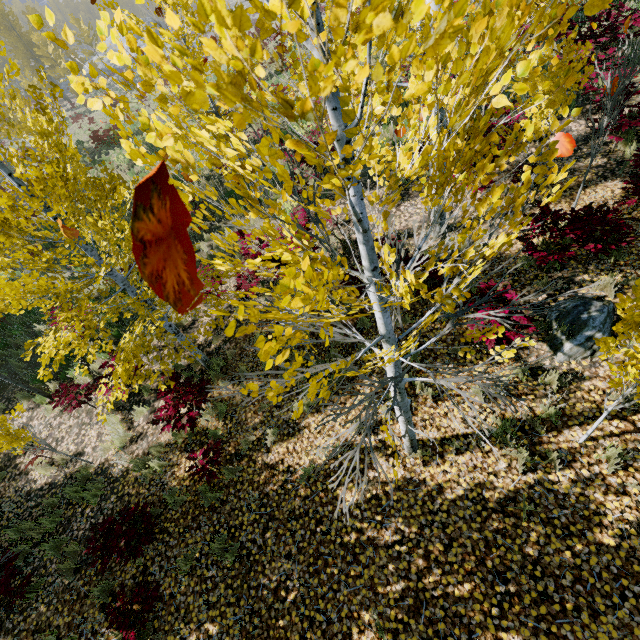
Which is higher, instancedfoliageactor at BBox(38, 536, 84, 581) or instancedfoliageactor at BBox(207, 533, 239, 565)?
instancedfoliageactor at BBox(207, 533, 239, 565)

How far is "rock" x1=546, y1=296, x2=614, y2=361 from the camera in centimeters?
461cm

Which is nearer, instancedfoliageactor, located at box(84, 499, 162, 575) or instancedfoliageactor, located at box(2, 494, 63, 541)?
instancedfoliageactor, located at box(84, 499, 162, 575)

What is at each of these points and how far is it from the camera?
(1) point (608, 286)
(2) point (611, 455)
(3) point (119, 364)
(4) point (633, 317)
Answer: (1) instancedfoliageactor, 5.03m
(2) instancedfoliageactor, 3.77m
(3) instancedfoliageactor, 4.90m
(4) instancedfoliageactor, 2.31m

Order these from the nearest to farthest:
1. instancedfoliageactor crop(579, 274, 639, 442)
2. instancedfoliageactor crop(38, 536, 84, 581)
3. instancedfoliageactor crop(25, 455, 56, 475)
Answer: instancedfoliageactor crop(579, 274, 639, 442), instancedfoliageactor crop(38, 536, 84, 581), instancedfoliageactor crop(25, 455, 56, 475)

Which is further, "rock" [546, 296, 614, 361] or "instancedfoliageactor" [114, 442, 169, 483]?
"instancedfoliageactor" [114, 442, 169, 483]

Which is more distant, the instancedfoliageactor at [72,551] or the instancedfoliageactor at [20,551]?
the instancedfoliageactor at [72,551]
